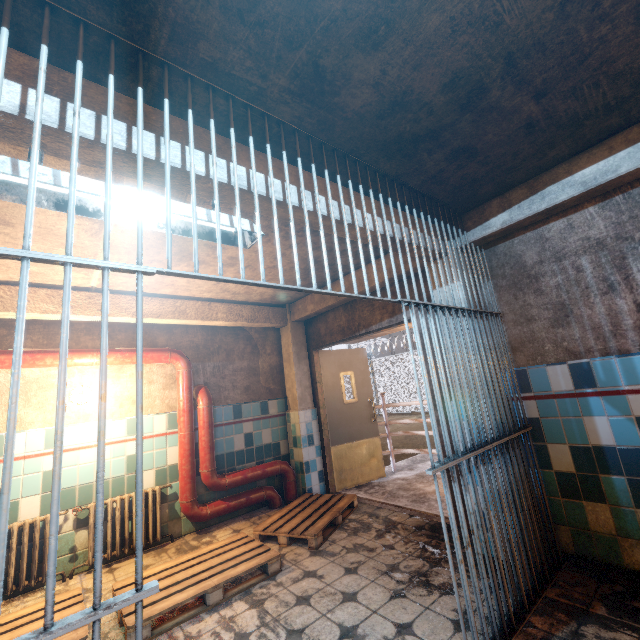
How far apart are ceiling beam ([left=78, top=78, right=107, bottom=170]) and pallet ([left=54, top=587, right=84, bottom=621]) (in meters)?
2.54

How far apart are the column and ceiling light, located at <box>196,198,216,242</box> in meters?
3.4

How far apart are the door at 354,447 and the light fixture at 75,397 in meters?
3.1

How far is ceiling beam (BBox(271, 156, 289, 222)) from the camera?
1.93m

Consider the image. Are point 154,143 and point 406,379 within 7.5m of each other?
no

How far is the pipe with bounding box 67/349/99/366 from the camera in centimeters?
352cm

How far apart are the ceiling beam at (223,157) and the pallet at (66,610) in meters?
2.5
